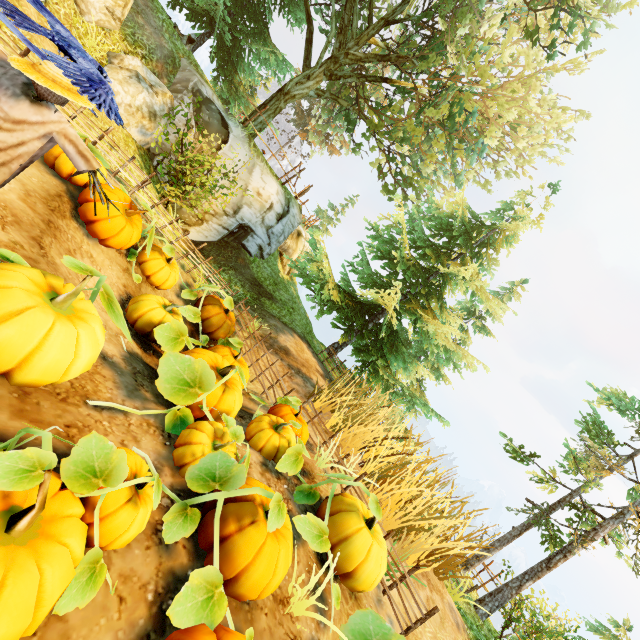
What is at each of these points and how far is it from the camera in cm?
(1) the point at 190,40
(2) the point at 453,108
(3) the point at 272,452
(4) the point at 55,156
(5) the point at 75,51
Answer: (1) rock, 1067
(2) tree, 1081
(3) pumpkin, 473
(4) pumpkin, 533
(5) crow, 262

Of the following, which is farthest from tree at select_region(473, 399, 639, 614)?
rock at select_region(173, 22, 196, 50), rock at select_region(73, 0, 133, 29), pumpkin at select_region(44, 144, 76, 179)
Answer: rock at select_region(173, 22, 196, 50)

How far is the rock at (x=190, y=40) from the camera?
Result: 10.5 meters

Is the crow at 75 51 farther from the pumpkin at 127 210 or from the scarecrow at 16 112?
the pumpkin at 127 210

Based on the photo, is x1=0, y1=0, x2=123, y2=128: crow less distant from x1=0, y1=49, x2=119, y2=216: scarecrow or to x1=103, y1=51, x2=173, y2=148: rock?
x1=0, y1=49, x2=119, y2=216: scarecrow

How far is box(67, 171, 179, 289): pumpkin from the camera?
5.5m

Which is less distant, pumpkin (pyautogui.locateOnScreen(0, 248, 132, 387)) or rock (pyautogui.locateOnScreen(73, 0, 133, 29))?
pumpkin (pyautogui.locateOnScreen(0, 248, 132, 387))

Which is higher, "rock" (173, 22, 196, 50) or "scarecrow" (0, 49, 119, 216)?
"rock" (173, 22, 196, 50)
